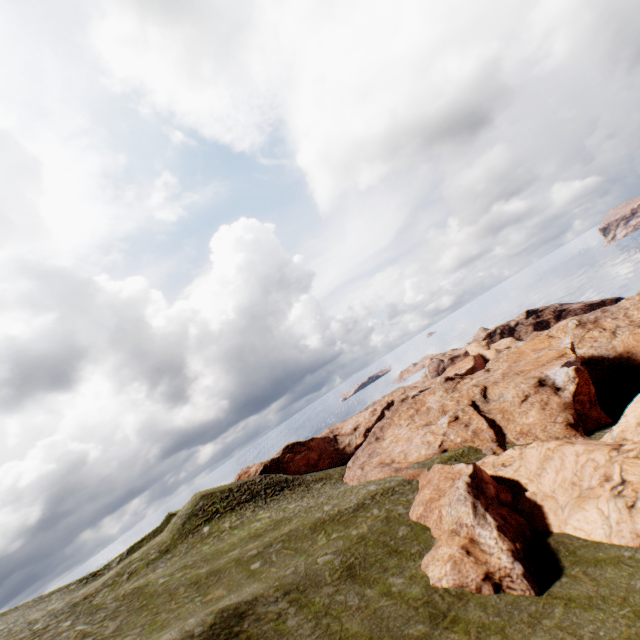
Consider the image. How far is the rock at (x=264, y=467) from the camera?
58.4m

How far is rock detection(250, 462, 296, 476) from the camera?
58.4 meters

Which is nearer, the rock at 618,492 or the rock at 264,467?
the rock at 618,492

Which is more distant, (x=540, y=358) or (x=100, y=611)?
(x=540, y=358)

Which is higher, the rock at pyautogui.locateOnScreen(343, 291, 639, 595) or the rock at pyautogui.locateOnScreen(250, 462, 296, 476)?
the rock at pyautogui.locateOnScreen(250, 462, 296, 476)

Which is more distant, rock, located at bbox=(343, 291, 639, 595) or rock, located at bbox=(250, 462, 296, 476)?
rock, located at bbox=(250, 462, 296, 476)
